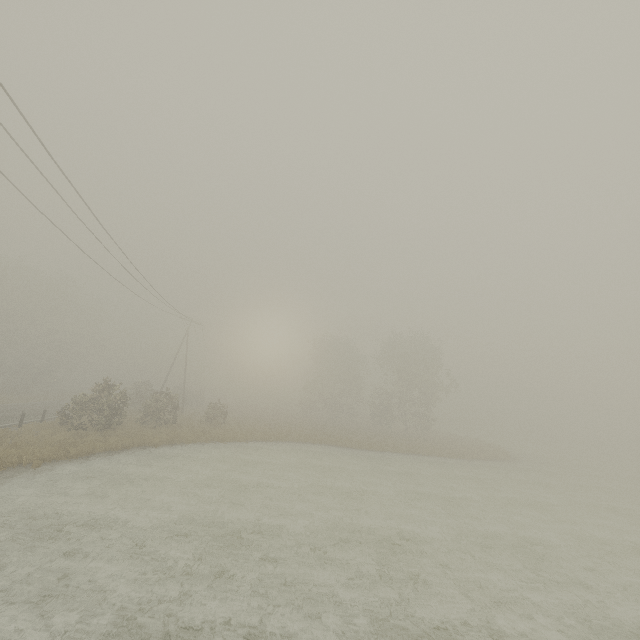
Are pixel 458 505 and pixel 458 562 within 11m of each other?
yes
